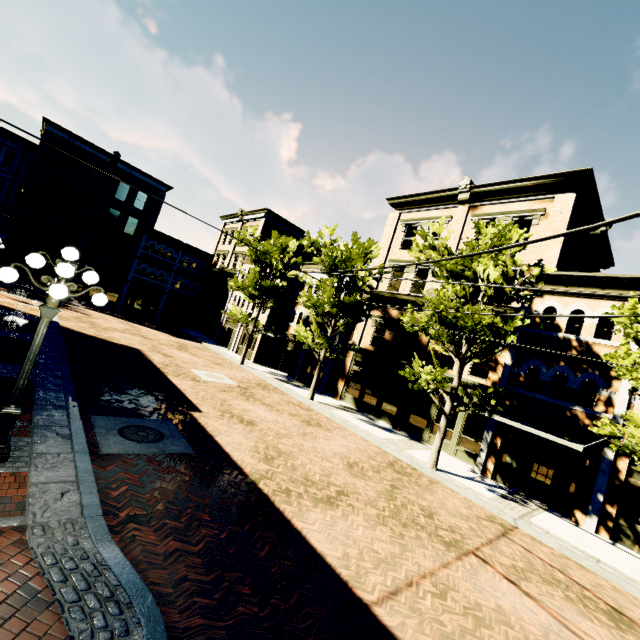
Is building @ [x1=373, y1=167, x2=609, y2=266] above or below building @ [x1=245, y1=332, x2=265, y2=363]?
above

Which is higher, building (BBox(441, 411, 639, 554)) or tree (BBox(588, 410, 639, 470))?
tree (BBox(588, 410, 639, 470))

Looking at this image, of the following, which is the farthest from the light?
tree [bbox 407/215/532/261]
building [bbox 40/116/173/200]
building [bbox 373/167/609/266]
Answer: building [bbox 40/116/173/200]

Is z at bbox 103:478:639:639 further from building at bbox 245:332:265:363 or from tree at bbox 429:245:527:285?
building at bbox 245:332:265:363

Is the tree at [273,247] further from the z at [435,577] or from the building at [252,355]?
the building at [252,355]

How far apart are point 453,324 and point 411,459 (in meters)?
5.85

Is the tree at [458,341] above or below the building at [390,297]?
below

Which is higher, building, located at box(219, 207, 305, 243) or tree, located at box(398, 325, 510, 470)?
building, located at box(219, 207, 305, 243)
